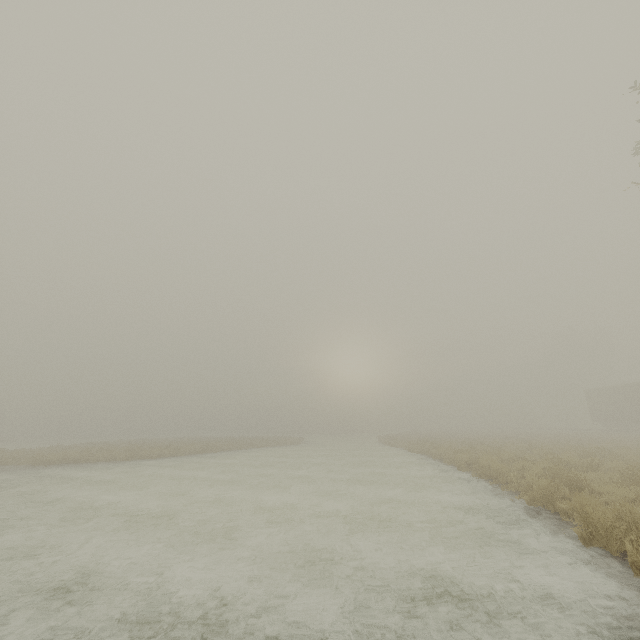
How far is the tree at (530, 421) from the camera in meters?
58.2

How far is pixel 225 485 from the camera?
12.90m

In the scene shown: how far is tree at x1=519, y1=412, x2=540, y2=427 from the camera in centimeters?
5822cm

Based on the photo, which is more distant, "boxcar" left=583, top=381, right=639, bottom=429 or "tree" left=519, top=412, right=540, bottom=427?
"tree" left=519, top=412, right=540, bottom=427

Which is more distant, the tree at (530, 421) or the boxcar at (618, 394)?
the tree at (530, 421)
